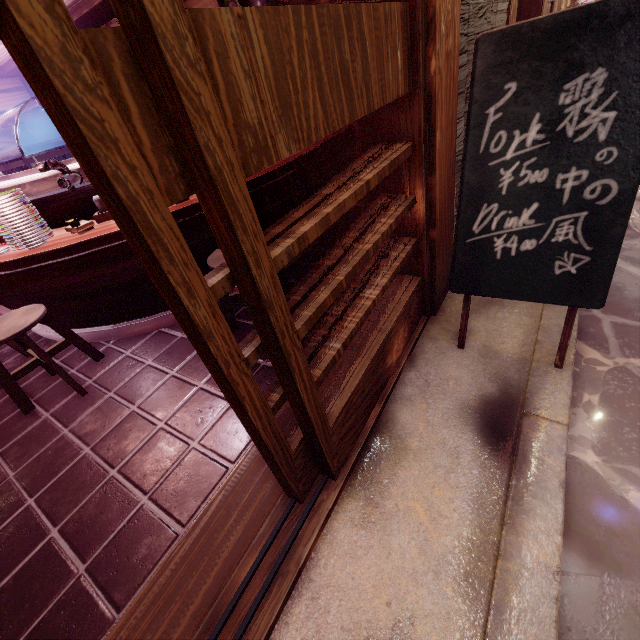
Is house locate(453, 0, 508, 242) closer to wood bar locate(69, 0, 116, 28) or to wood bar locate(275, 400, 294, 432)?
wood bar locate(69, 0, 116, 28)

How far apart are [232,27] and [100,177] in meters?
0.8 m

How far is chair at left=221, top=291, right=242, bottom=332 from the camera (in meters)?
4.55

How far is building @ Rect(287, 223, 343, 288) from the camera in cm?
579

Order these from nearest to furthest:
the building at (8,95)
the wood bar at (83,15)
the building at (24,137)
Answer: the wood bar at (83,15) < the building at (8,95) < the building at (24,137)

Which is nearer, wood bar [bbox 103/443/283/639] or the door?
the door

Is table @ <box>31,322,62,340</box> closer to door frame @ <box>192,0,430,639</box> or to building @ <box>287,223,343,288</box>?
building @ <box>287,223,343,288</box>

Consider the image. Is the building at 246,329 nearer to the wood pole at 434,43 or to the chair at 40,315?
the chair at 40,315
